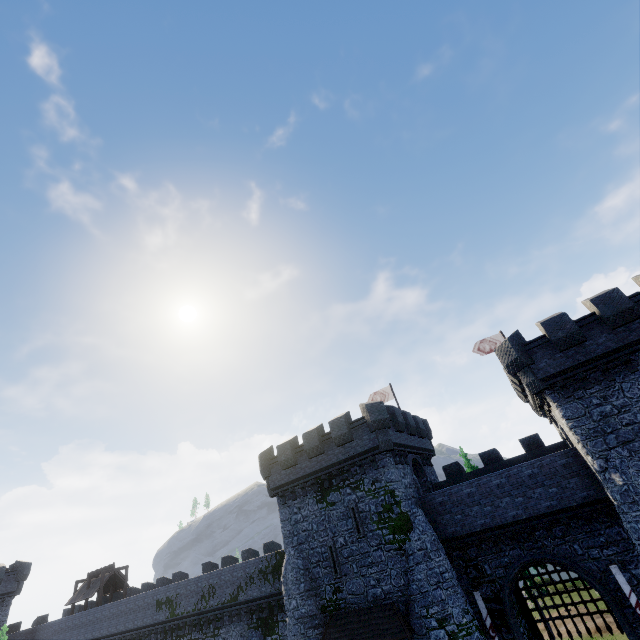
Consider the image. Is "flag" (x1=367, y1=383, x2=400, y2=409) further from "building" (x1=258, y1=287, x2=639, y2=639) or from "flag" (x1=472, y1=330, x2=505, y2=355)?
"flag" (x1=472, y1=330, x2=505, y2=355)

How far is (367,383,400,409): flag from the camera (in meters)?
31.66

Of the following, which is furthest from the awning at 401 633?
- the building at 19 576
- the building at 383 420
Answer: the building at 19 576

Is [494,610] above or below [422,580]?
below

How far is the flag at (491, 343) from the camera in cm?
2800

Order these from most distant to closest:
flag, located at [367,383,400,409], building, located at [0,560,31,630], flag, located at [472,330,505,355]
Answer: building, located at [0,560,31,630] → flag, located at [367,383,400,409] → flag, located at [472,330,505,355]

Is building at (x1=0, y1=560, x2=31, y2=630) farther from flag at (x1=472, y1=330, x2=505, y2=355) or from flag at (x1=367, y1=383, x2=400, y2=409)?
flag at (x1=472, y1=330, x2=505, y2=355)

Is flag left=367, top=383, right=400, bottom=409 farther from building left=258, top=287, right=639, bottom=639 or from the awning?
the awning
